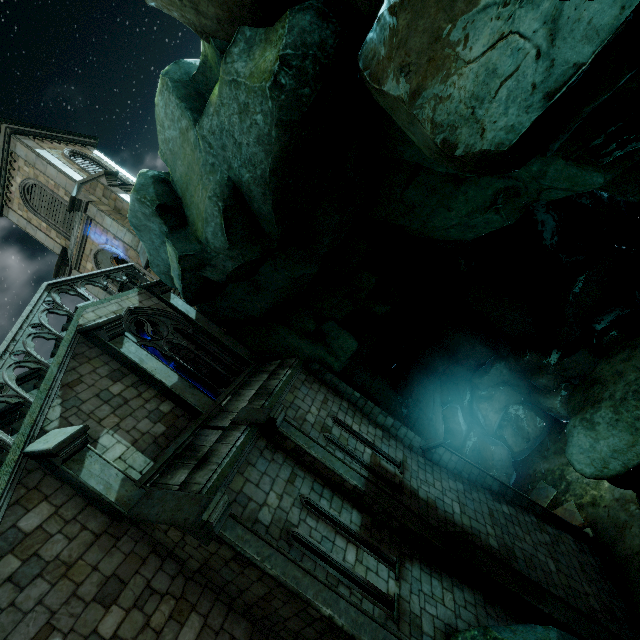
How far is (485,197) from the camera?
8.91m

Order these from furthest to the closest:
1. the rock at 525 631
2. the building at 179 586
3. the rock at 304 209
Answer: the rock at 525 631 < the building at 179 586 < the rock at 304 209

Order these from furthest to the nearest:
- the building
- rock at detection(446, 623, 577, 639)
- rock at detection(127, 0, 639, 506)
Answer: → rock at detection(446, 623, 577, 639) → the building → rock at detection(127, 0, 639, 506)

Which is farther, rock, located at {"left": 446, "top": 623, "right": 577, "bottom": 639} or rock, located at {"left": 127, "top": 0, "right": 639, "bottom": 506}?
rock, located at {"left": 446, "top": 623, "right": 577, "bottom": 639}

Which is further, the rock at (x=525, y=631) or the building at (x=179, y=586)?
the rock at (x=525, y=631)

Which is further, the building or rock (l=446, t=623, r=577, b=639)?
rock (l=446, t=623, r=577, b=639)
